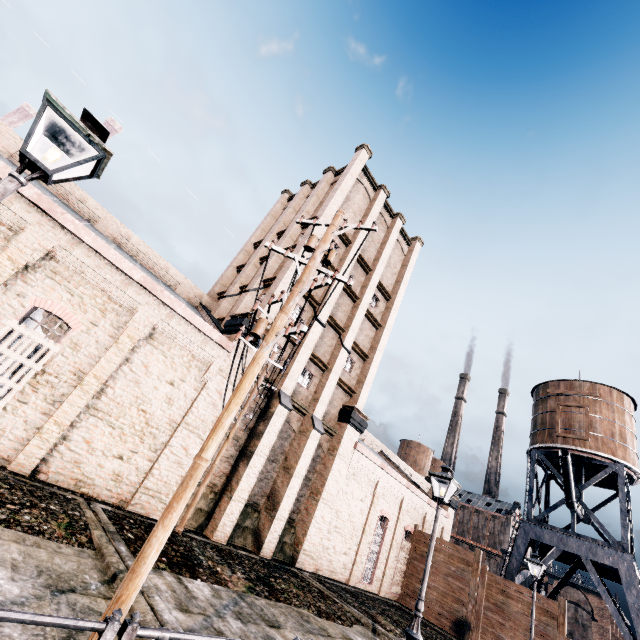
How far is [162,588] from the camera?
8.2 meters

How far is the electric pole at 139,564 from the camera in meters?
4.3 m

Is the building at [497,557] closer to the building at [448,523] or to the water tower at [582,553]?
the building at [448,523]

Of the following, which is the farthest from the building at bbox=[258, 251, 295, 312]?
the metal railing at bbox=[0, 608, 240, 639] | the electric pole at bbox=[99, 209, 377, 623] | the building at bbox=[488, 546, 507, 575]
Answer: the building at bbox=[488, 546, 507, 575]

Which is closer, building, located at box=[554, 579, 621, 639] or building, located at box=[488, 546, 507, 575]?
Result: building, located at box=[554, 579, 621, 639]

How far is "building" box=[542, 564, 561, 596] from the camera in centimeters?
5391cm

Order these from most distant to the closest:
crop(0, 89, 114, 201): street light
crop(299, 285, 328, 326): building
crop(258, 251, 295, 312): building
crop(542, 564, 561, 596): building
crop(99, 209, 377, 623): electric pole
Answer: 1. crop(542, 564, 561, 596): building
2. crop(299, 285, 328, 326): building
3. crop(258, 251, 295, 312): building
4. crop(99, 209, 377, 623): electric pole
5. crop(0, 89, 114, 201): street light

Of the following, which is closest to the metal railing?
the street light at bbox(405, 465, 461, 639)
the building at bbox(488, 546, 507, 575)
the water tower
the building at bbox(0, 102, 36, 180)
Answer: the street light at bbox(405, 465, 461, 639)
